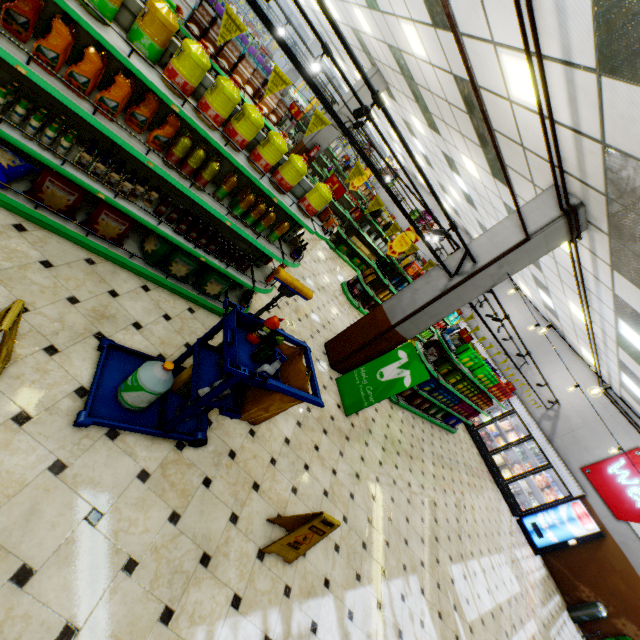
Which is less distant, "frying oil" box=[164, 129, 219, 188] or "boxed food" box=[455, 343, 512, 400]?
"frying oil" box=[164, 129, 219, 188]

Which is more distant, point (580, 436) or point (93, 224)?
point (580, 436)

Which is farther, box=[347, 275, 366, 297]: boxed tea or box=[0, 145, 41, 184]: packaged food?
box=[347, 275, 366, 297]: boxed tea

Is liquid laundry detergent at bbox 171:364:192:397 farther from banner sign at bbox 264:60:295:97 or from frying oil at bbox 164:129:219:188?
banner sign at bbox 264:60:295:97

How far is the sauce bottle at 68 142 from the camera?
2.9 meters

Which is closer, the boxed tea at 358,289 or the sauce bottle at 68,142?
the sauce bottle at 68,142

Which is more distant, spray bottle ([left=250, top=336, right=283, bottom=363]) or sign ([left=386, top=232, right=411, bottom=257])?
sign ([left=386, top=232, right=411, bottom=257])

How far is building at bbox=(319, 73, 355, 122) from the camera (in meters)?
11.65
